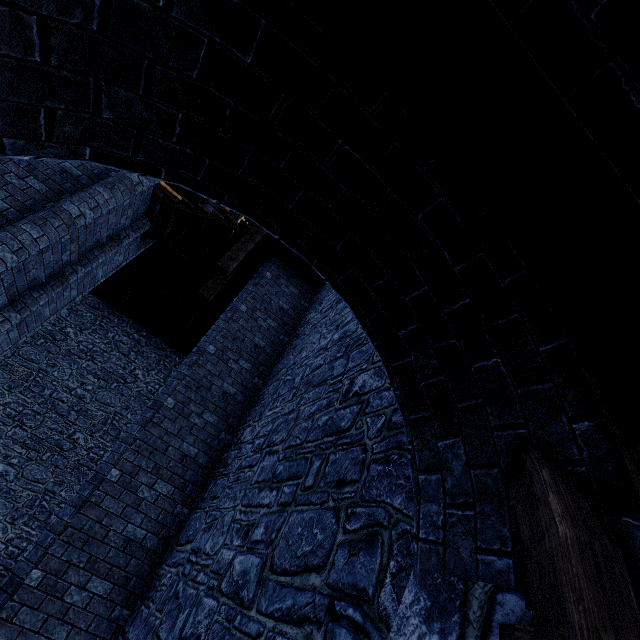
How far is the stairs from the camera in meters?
8.1 m

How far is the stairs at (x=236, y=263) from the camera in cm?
809

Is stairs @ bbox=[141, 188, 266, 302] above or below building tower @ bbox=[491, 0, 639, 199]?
above

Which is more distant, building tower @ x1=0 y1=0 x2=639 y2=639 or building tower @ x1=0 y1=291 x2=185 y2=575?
building tower @ x1=0 y1=291 x2=185 y2=575

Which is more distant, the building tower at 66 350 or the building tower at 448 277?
the building tower at 66 350

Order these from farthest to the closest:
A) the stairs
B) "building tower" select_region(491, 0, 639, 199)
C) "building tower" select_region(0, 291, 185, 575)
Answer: "building tower" select_region(0, 291, 185, 575) < the stairs < "building tower" select_region(491, 0, 639, 199)

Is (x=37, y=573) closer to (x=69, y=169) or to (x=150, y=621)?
(x=150, y=621)
